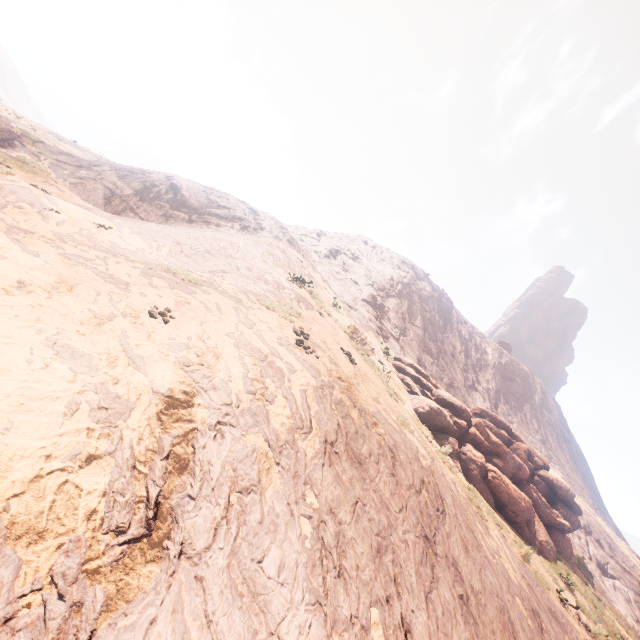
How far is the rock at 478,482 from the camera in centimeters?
1452cm

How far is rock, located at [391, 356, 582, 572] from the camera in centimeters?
1452cm

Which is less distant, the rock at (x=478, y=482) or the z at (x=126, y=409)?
the z at (x=126, y=409)

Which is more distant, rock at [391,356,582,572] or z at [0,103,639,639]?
rock at [391,356,582,572]

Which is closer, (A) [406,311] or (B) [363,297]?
(B) [363,297]
